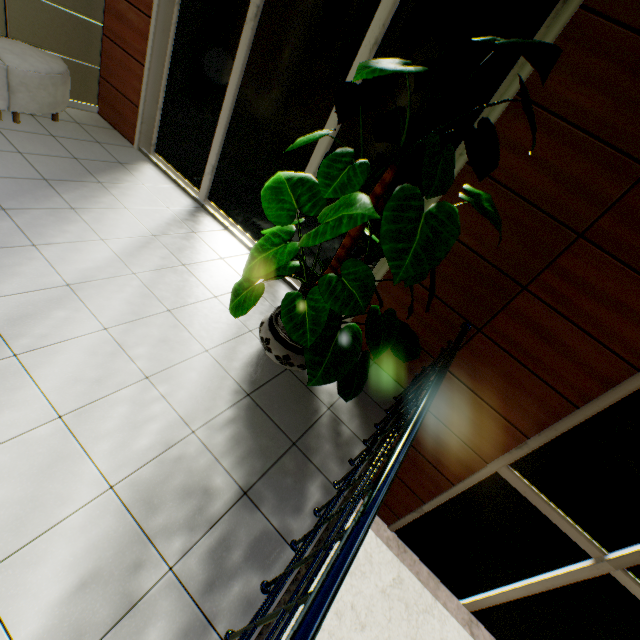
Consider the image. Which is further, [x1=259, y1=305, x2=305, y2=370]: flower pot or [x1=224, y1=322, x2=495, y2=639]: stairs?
[x1=259, y1=305, x2=305, y2=370]: flower pot

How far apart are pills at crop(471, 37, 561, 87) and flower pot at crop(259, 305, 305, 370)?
2.12m

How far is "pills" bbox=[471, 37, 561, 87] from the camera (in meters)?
1.53

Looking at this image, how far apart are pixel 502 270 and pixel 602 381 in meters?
1.1 m

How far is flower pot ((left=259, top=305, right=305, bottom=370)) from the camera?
2.57m

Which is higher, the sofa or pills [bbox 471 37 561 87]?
pills [bbox 471 37 561 87]

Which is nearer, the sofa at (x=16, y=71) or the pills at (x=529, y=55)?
the pills at (x=529, y=55)

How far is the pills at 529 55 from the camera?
1.5 meters
